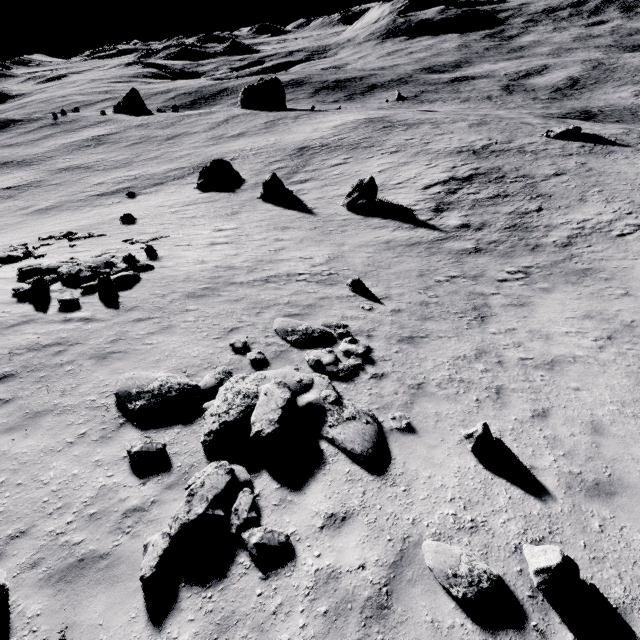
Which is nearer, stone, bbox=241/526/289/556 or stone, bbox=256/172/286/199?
stone, bbox=241/526/289/556

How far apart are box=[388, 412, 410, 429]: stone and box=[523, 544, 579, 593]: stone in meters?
2.9 m

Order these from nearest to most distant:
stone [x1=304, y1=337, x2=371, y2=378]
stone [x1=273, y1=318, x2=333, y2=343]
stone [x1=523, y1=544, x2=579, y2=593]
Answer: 1. stone [x1=523, y1=544, x2=579, y2=593]
2. stone [x1=304, y1=337, x2=371, y2=378]
3. stone [x1=273, y1=318, x2=333, y2=343]

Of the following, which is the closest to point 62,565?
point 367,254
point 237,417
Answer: point 237,417

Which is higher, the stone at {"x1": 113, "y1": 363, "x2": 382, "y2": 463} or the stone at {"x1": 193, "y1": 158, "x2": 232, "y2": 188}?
the stone at {"x1": 113, "y1": 363, "x2": 382, "y2": 463}

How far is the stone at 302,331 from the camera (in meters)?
10.31

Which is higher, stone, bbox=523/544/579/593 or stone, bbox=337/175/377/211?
stone, bbox=523/544/579/593

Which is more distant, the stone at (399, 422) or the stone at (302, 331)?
the stone at (302, 331)
